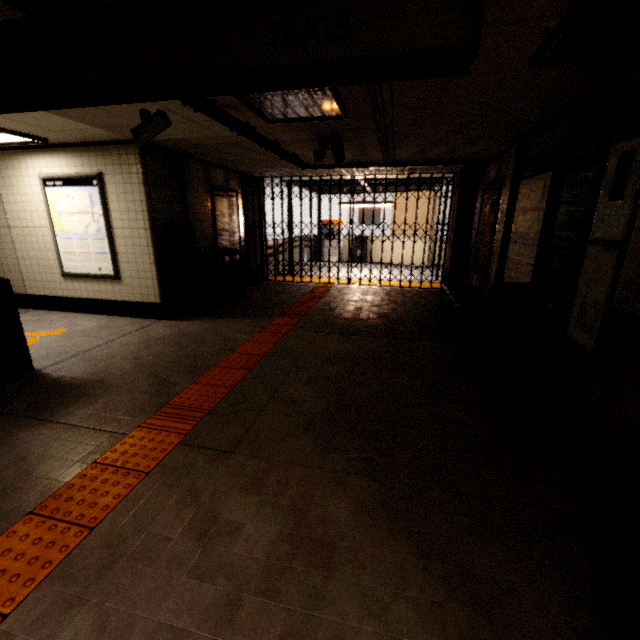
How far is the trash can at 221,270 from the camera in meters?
6.9

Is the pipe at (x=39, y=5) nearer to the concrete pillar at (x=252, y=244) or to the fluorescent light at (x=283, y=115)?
the fluorescent light at (x=283, y=115)

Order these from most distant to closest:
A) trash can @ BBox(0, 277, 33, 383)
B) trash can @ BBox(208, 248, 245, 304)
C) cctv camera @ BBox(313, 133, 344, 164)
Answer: trash can @ BBox(208, 248, 245, 304) < cctv camera @ BBox(313, 133, 344, 164) < trash can @ BBox(0, 277, 33, 383)

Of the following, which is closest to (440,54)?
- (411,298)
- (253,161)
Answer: (253,161)

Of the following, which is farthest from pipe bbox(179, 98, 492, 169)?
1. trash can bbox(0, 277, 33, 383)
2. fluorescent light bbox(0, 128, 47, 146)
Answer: fluorescent light bbox(0, 128, 47, 146)

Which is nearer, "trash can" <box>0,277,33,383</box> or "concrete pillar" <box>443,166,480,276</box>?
"trash can" <box>0,277,33,383</box>

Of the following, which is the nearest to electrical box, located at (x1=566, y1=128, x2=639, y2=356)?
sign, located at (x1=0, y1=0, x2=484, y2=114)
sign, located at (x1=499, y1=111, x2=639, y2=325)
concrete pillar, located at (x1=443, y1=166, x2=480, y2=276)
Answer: sign, located at (x1=499, y1=111, x2=639, y2=325)

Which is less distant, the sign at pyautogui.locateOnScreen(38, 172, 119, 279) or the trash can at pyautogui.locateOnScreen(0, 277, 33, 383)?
the trash can at pyautogui.locateOnScreen(0, 277, 33, 383)
